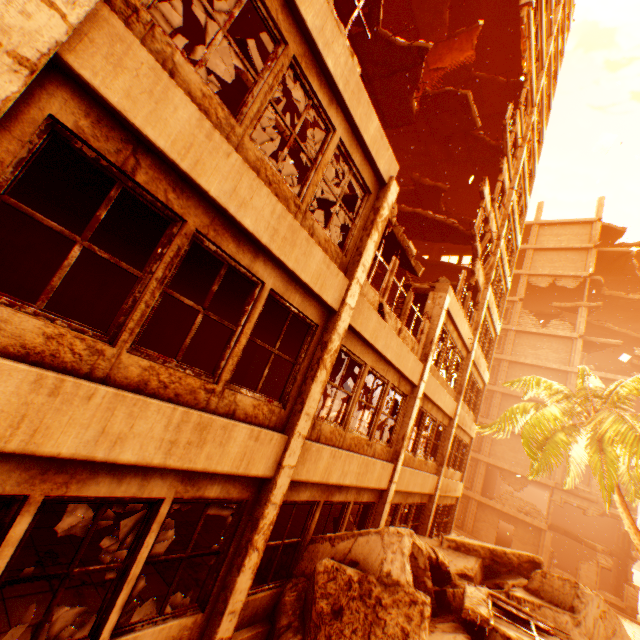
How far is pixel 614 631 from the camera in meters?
8.2

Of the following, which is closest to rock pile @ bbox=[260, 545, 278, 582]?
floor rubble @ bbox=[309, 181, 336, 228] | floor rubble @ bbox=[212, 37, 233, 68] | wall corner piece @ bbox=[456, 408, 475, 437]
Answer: wall corner piece @ bbox=[456, 408, 475, 437]

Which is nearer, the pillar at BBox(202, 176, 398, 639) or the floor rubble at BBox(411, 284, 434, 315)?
the pillar at BBox(202, 176, 398, 639)

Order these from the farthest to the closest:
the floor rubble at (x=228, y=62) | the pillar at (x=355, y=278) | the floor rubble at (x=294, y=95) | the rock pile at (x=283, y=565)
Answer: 1. the floor rubble at (x=294, y=95)
2. the floor rubble at (x=228, y=62)
3. the rock pile at (x=283, y=565)
4. the pillar at (x=355, y=278)

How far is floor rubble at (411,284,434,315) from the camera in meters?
11.1 m

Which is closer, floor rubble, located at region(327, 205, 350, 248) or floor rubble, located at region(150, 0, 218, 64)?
floor rubble, located at region(327, 205, 350, 248)

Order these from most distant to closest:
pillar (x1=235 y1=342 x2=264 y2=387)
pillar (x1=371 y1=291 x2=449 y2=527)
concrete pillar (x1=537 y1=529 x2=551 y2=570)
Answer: concrete pillar (x1=537 y1=529 x2=551 y2=570)
pillar (x1=235 y1=342 x2=264 y2=387)
pillar (x1=371 y1=291 x2=449 y2=527)

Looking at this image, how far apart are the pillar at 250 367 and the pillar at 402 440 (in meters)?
6.65
